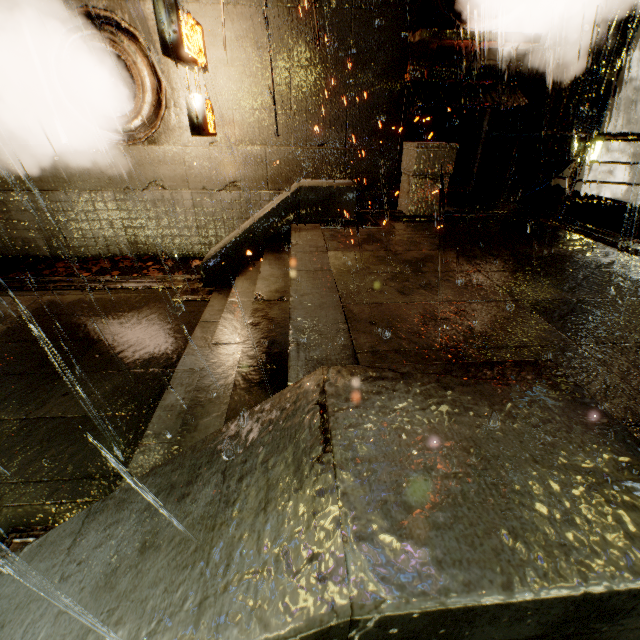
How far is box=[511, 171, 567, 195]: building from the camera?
9.5 meters

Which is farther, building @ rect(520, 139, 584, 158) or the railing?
building @ rect(520, 139, 584, 158)

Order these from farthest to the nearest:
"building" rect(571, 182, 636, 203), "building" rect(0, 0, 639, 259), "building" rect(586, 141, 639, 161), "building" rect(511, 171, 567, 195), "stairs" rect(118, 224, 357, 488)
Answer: "building" rect(586, 141, 639, 161)
"building" rect(571, 182, 636, 203)
"building" rect(511, 171, 567, 195)
"building" rect(0, 0, 639, 259)
"stairs" rect(118, 224, 357, 488)

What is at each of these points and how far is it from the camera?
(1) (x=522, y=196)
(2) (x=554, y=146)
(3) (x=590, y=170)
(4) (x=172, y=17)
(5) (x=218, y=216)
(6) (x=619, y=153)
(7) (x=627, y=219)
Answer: (1) building, 10.4 meters
(2) building, 8.9 meters
(3) building, 20.8 meters
(4) sign, 5.7 meters
(5) building, 9.5 meters
(6) building, 58.9 meters
(7) building, 8.1 meters

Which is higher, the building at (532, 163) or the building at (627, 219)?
the building at (532, 163)

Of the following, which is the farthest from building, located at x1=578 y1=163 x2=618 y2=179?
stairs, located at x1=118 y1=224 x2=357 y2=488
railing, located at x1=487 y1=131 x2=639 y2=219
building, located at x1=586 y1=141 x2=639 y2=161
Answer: building, located at x1=586 y1=141 x2=639 y2=161

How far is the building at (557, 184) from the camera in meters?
9.5 m
